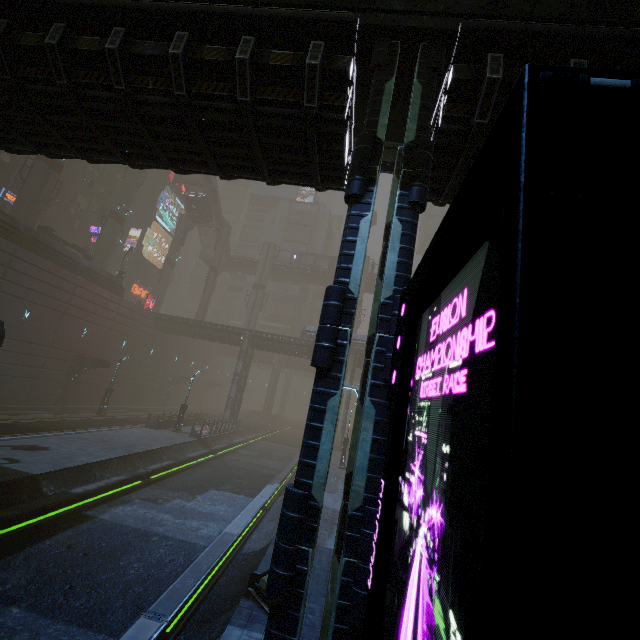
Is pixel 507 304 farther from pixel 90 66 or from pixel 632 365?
pixel 90 66

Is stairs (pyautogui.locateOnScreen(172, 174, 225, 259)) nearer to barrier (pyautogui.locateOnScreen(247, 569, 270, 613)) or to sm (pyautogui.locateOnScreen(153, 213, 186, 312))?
sm (pyautogui.locateOnScreen(153, 213, 186, 312))

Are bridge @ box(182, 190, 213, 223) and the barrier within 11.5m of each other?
no

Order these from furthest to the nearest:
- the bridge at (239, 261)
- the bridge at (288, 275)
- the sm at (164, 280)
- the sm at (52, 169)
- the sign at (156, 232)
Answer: the bridge at (239, 261) → the bridge at (288, 275) → the sign at (156, 232) → the sm at (164, 280) → the sm at (52, 169)

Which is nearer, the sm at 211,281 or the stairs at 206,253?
the stairs at 206,253

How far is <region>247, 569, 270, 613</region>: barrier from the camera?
7.7 meters

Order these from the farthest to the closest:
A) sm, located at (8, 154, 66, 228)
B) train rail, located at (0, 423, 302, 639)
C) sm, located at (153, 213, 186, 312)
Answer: sm, located at (153, 213, 186, 312) < sm, located at (8, 154, 66, 228) < train rail, located at (0, 423, 302, 639)

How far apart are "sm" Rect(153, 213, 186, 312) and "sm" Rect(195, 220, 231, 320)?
6.5 meters
